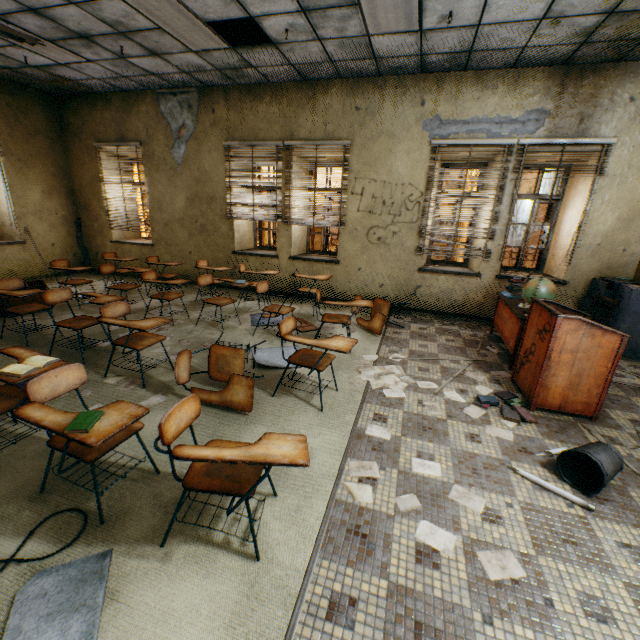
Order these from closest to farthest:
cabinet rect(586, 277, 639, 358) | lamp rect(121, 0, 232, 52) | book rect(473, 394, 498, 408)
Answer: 1. book rect(473, 394, 498, 408)
2. lamp rect(121, 0, 232, 52)
3. cabinet rect(586, 277, 639, 358)

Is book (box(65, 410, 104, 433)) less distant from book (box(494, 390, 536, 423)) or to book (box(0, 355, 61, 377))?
book (box(0, 355, 61, 377))

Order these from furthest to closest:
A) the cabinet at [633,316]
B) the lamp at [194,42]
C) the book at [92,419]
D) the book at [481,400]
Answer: the cabinet at [633,316] → the lamp at [194,42] → the book at [481,400] → the book at [92,419]

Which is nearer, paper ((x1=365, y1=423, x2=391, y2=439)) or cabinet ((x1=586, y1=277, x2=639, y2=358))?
paper ((x1=365, y1=423, x2=391, y2=439))

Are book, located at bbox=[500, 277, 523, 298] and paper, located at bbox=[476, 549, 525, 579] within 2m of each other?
no

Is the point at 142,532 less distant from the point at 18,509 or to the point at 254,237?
the point at 18,509

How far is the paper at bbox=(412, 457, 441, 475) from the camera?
2.4 meters

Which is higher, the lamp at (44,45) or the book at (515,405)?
the lamp at (44,45)
